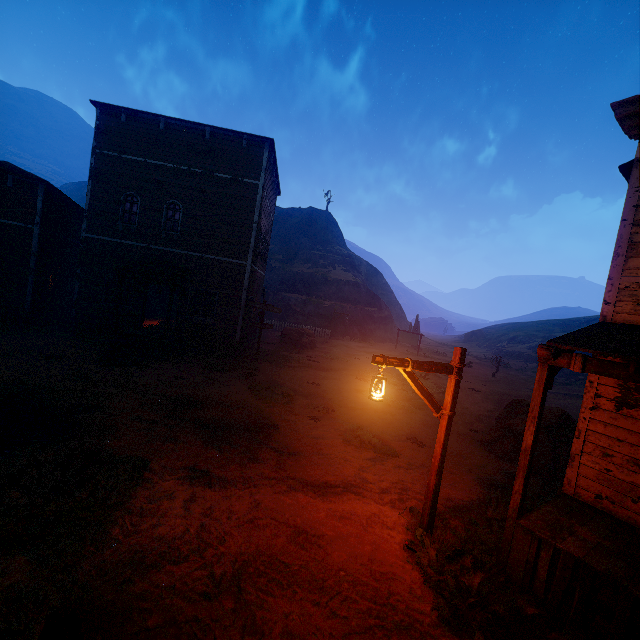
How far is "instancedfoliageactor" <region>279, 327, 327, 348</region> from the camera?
23.8m

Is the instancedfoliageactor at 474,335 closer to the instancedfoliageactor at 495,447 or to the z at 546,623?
the z at 546,623

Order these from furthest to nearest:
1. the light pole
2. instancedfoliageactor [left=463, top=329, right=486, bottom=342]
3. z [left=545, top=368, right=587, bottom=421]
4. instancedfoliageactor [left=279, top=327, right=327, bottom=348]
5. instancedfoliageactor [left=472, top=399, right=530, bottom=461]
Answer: instancedfoliageactor [left=463, top=329, right=486, bottom=342] < instancedfoliageactor [left=279, top=327, right=327, bottom=348] < z [left=545, top=368, right=587, bottom=421] < instancedfoliageactor [left=472, top=399, right=530, bottom=461] < the light pole

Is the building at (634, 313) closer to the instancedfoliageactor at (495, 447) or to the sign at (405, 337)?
the instancedfoliageactor at (495, 447)

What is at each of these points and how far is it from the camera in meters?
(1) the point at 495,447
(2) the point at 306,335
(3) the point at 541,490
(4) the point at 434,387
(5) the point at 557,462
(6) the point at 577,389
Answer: (1) instancedfoliageactor, 10.0 m
(2) instancedfoliageactor, 24.8 m
(3) z, 7.9 m
(4) z, 18.2 m
(5) instancedfoliageactor, 8.8 m
(6) z, 24.3 m

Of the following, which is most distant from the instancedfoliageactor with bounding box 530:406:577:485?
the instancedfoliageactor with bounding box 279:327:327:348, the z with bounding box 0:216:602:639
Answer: the instancedfoliageactor with bounding box 279:327:327:348

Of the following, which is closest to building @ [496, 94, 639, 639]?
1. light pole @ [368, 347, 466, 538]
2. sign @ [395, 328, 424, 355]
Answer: light pole @ [368, 347, 466, 538]

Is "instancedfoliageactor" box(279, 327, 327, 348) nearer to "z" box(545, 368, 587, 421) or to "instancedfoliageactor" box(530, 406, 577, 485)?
"z" box(545, 368, 587, 421)
